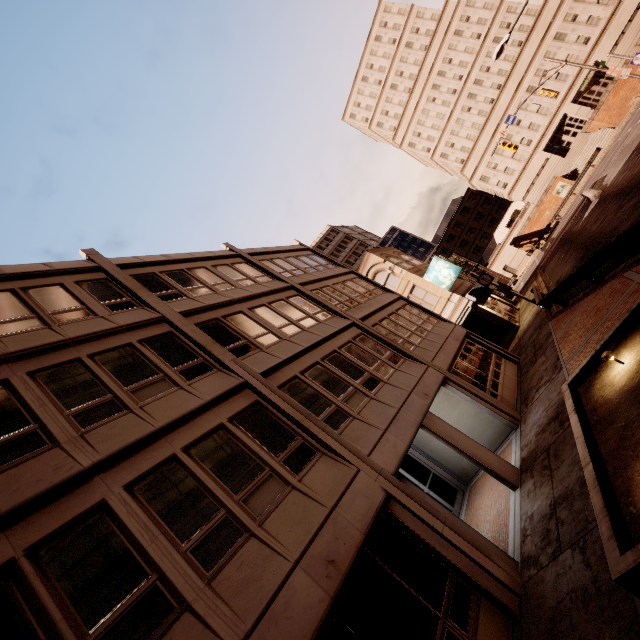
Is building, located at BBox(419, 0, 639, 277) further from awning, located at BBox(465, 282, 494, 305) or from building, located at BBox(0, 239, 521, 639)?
building, located at BBox(0, 239, 521, 639)

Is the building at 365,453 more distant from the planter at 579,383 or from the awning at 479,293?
the planter at 579,383

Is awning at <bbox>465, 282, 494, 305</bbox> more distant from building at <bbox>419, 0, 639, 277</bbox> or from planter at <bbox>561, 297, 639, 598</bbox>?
building at <bbox>419, 0, 639, 277</bbox>

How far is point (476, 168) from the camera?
58.2 meters

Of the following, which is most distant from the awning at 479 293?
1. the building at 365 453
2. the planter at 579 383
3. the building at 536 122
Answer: the building at 536 122

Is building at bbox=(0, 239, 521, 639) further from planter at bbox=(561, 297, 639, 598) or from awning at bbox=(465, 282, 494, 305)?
planter at bbox=(561, 297, 639, 598)

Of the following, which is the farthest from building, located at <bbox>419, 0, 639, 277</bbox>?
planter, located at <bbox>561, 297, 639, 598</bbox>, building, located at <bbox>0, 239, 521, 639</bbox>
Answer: planter, located at <bbox>561, 297, 639, 598</bbox>

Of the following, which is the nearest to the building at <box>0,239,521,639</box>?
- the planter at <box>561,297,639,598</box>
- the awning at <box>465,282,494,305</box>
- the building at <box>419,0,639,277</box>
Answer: the awning at <box>465,282,494,305</box>
